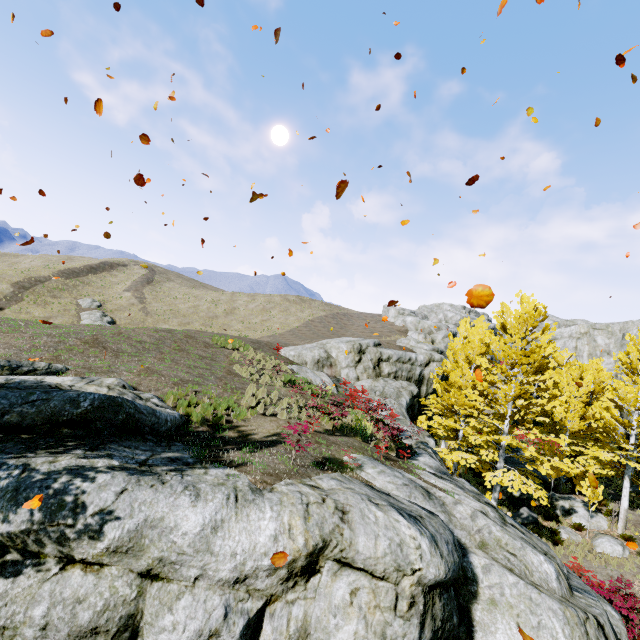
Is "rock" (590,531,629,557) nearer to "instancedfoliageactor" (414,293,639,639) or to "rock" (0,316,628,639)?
"rock" (0,316,628,639)

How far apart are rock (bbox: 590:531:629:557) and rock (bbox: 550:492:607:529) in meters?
1.1 m

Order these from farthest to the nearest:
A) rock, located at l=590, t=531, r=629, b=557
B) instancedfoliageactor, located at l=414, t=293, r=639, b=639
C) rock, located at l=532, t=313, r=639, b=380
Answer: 1. rock, located at l=532, t=313, r=639, b=380
2. rock, located at l=590, t=531, r=629, b=557
3. instancedfoliageactor, located at l=414, t=293, r=639, b=639

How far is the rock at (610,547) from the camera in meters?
14.8 m

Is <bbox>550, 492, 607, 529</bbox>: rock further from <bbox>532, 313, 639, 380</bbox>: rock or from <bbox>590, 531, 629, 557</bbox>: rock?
<bbox>532, 313, 639, 380</bbox>: rock

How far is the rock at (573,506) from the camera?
16.6m

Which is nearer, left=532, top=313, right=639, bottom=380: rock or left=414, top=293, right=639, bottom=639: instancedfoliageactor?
left=414, top=293, right=639, bottom=639: instancedfoliageactor

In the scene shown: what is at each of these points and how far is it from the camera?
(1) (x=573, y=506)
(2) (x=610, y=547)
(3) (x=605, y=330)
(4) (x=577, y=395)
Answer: (1) rock, 17.6 meters
(2) rock, 15.0 meters
(3) rock, 35.0 meters
(4) instancedfoliageactor, 19.7 meters
